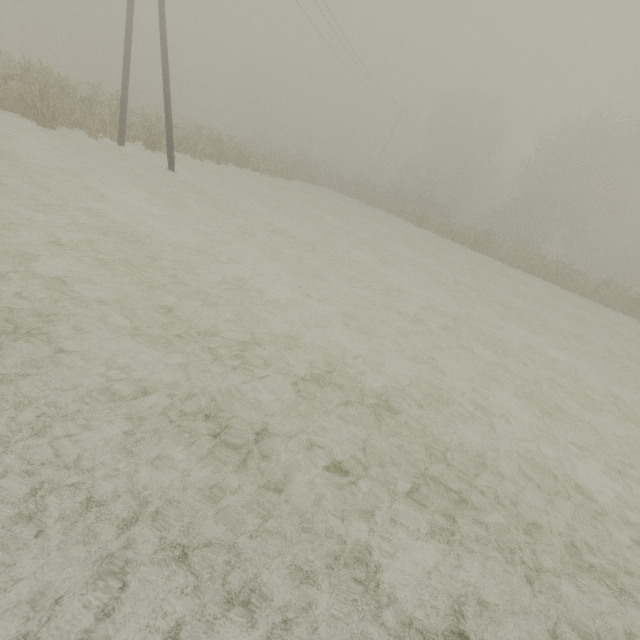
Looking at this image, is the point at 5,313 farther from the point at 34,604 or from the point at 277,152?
the point at 277,152

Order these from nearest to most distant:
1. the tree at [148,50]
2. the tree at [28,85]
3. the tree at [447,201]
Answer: the tree at [28,85] < the tree at [148,50] < the tree at [447,201]

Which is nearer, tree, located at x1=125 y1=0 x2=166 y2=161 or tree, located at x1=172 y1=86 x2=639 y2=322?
tree, located at x1=125 y1=0 x2=166 y2=161

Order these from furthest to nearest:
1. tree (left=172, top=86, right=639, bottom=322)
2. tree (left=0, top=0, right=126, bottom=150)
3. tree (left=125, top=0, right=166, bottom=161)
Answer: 1. tree (left=172, top=86, right=639, bottom=322)
2. tree (left=125, top=0, right=166, bottom=161)
3. tree (left=0, top=0, right=126, bottom=150)

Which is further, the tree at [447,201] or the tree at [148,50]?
the tree at [447,201]
